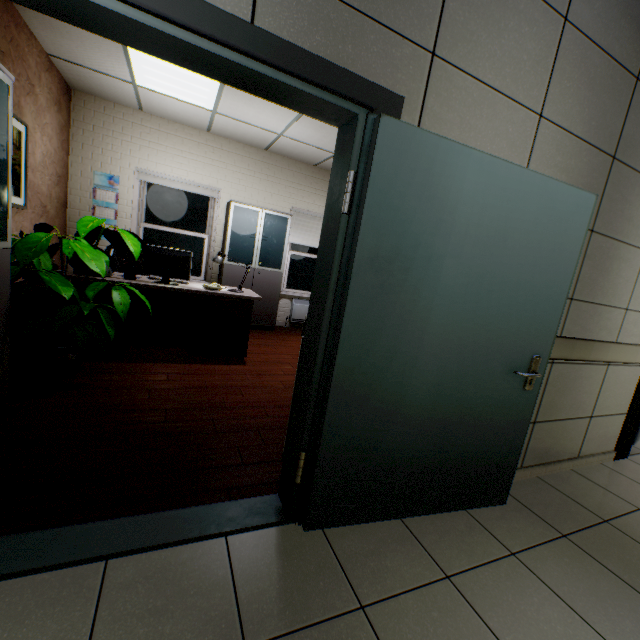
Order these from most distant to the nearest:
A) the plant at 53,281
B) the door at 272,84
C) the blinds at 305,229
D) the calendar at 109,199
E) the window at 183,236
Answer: the blinds at 305,229, the window at 183,236, the calendar at 109,199, the plant at 53,281, the door at 272,84

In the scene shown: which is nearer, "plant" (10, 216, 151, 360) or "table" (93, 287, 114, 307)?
"plant" (10, 216, 151, 360)

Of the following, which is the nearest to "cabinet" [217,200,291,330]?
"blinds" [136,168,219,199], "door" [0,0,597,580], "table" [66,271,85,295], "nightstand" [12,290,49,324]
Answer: "blinds" [136,168,219,199]

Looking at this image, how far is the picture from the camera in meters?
3.2

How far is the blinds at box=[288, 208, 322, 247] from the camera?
6.4 meters

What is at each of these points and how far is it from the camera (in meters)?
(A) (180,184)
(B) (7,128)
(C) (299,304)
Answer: (A) blinds, 5.47
(B) cabinet, 2.00
(C) radiator, 6.76

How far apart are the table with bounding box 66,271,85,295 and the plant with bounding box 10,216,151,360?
0.5m

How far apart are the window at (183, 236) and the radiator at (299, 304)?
1.85m
